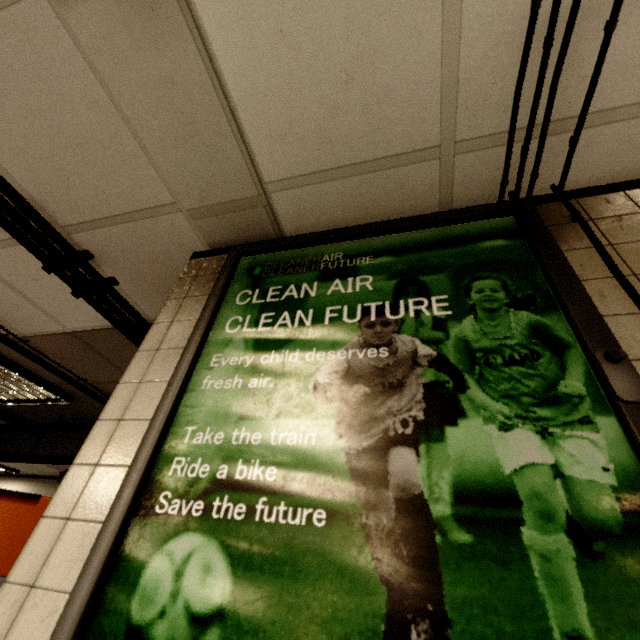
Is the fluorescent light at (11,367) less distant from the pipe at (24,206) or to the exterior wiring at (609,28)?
the pipe at (24,206)

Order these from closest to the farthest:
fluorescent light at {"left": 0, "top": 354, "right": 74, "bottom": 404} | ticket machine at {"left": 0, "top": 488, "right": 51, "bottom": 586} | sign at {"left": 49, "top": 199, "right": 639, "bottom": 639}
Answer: sign at {"left": 49, "top": 199, "right": 639, "bottom": 639}
ticket machine at {"left": 0, "top": 488, "right": 51, "bottom": 586}
fluorescent light at {"left": 0, "top": 354, "right": 74, "bottom": 404}

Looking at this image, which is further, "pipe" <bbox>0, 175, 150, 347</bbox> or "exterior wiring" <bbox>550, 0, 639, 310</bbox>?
"pipe" <bbox>0, 175, 150, 347</bbox>

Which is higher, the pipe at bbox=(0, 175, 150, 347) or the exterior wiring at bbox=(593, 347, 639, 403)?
the pipe at bbox=(0, 175, 150, 347)

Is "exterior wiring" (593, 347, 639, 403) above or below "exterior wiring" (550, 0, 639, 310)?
below

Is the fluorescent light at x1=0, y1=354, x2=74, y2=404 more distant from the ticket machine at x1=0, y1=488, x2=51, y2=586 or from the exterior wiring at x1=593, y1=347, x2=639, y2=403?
the exterior wiring at x1=593, y1=347, x2=639, y2=403

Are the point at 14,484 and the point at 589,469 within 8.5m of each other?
no

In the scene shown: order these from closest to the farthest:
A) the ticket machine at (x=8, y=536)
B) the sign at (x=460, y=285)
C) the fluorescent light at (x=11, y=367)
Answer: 1. the sign at (x=460, y=285)
2. the ticket machine at (x=8, y=536)
3. the fluorescent light at (x=11, y=367)
